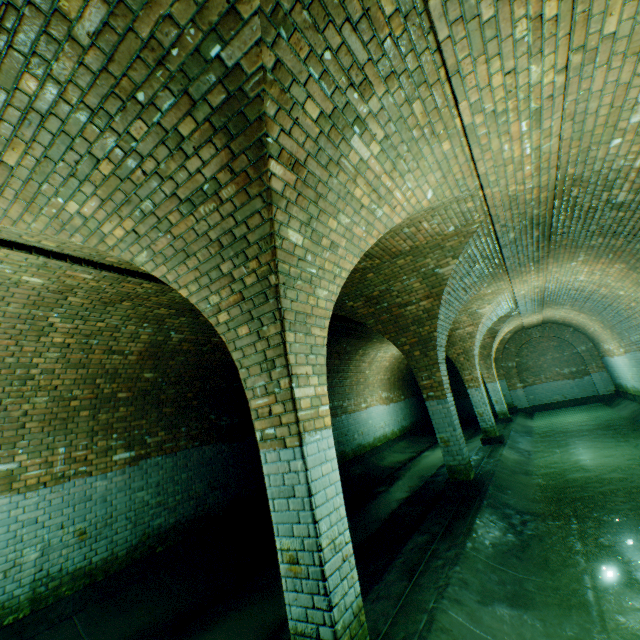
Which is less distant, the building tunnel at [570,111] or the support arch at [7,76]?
the support arch at [7,76]

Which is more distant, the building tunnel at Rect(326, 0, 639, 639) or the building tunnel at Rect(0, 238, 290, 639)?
the building tunnel at Rect(0, 238, 290, 639)

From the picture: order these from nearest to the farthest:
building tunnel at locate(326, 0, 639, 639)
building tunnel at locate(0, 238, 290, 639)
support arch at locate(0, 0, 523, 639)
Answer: support arch at locate(0, 0, 523, 639), building tunnel at locate(326, 0, 639, 639), building tunnel at locate(0, 238, 290, 639)

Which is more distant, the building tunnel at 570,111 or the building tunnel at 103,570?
the building tunnel at 103,570

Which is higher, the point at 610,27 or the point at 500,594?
the point at 610,27

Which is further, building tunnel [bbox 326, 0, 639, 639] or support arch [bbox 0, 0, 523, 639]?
building tunnel [bbox 326, 0, 639, 639]
